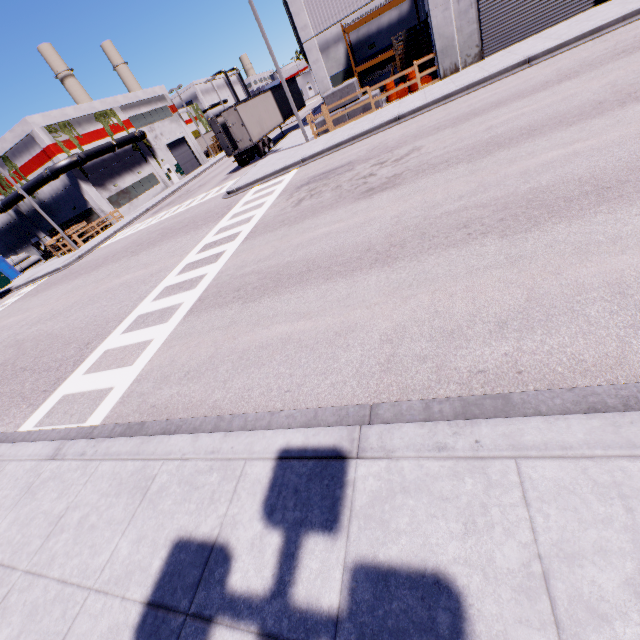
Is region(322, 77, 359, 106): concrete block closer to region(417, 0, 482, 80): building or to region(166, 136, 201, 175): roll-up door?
region(417, 0, 482, 80): building

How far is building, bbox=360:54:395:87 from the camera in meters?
22.9

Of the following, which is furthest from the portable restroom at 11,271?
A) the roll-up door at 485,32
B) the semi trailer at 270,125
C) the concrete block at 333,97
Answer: the roll-up door at 485,32

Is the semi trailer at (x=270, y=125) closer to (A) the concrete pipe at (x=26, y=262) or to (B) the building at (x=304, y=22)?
(B) the building at (x=304, y=22)

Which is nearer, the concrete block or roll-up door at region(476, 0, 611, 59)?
roll-up door at region(476, 0, 611, 59)

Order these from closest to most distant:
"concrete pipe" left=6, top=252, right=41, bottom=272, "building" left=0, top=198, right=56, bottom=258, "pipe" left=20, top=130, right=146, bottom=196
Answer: "pipe" left=20, top=130, right=146, bottom=196 → "building" left=0, top=198, right=56, bottom=258 → "concrete pipe" left=6, top=252, right=41, bottom=272

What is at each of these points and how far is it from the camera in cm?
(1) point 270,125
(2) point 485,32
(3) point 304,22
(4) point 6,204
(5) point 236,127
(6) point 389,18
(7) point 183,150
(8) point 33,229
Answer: (1) semi trailer, 2727
(2) roll-up door, 1542
(3) building, 2212
(4) pipe, 3525
(5) semi trailer door, 2397
(6) building, 2131
(7) roll-up door, 4822
(8) building, 3862

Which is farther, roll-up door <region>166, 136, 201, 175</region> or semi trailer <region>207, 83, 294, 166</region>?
roll-up door <region>166, 136, 201, 175</region>
